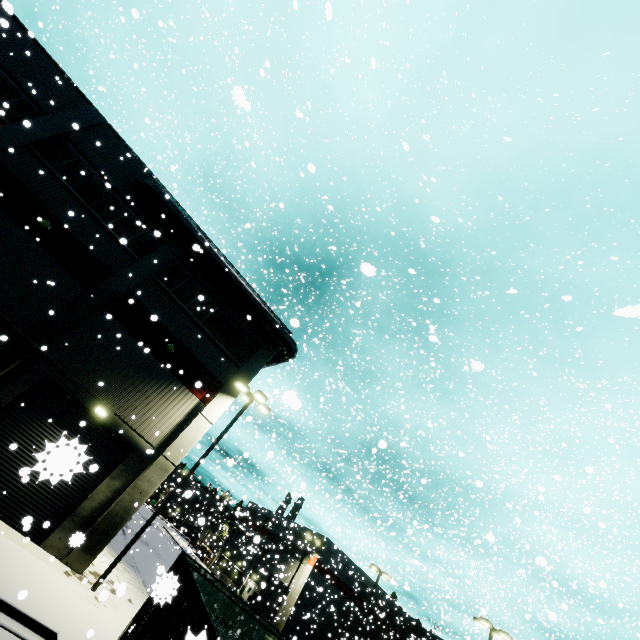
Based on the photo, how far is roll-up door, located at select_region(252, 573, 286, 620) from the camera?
37.3 meters

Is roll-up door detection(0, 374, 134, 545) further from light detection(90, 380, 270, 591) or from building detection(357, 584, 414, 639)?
light detection(90, 380, 270, 591)

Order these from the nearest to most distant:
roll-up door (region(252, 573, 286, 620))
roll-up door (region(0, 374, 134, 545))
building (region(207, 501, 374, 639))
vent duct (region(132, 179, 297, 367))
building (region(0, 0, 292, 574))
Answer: roll-up door (region(0, 374, 134, 545)), building (region(0, 0, 292, 574)), vent duct (region(132, 179, 297, 367)), building (region(207, 501, 374, 639)), roll-up door (region(252, 573, 286, 620))

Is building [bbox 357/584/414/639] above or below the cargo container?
above

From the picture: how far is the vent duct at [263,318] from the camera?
17.30m

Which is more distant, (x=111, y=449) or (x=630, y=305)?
(x=111, y=449)

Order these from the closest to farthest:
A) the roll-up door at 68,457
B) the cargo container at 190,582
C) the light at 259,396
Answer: the roll-up door at 68,457 → the cargo container at 190,582 → the light at 259,396

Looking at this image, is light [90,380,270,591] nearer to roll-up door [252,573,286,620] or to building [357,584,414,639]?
building [357,584,414,639]
